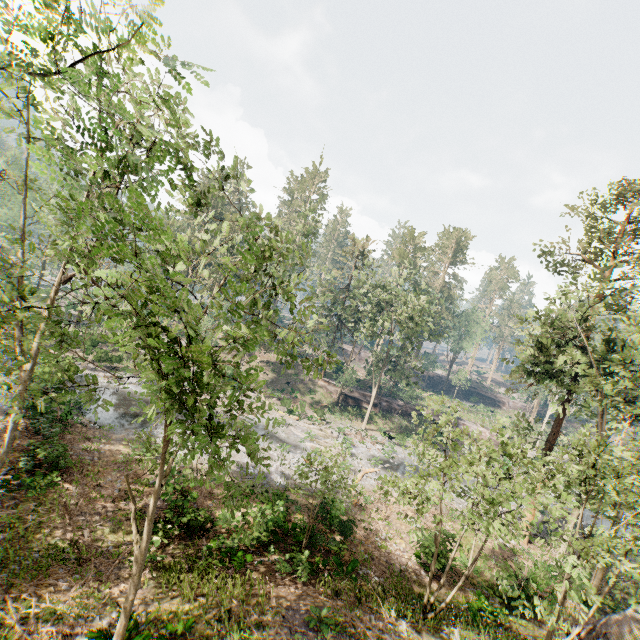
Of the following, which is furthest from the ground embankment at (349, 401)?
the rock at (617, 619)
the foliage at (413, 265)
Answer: the rock at (617, 619)

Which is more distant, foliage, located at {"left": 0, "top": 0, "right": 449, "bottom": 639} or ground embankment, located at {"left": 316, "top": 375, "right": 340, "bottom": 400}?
ground embankment, located at {"left": 316, "top": 375, "right": 340, "bottom": 400}

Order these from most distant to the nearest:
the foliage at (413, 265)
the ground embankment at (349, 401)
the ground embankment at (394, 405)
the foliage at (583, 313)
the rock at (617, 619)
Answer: the ground embankment at (394, 405) → the ground embankment at (349, 401) → the rock at (617, 619) → the foliage at (583, 313) → the foliage at (413, 265)

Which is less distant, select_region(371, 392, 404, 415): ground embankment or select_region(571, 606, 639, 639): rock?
select_region(571, 606, 639, 639): rock

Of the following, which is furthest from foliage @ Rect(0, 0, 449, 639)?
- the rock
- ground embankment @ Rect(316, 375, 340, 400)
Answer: the rock

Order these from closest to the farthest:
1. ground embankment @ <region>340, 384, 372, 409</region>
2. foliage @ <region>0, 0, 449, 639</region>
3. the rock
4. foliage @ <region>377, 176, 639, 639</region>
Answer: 1. foliage @ <region>0, 0, 449, 639</region>
2. foliage @ <region>377, 176, 639, 639</region>
3. the rock
4. ground embankment @ <region>340, 384, 372, 409</region>

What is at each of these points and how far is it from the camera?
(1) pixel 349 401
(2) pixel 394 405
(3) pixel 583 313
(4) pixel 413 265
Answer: (1) ground embankment, 44.6m
(2) ground embankment, 46.2m
(3) foliage, 20.0m
(4) foliage, 56.4m
